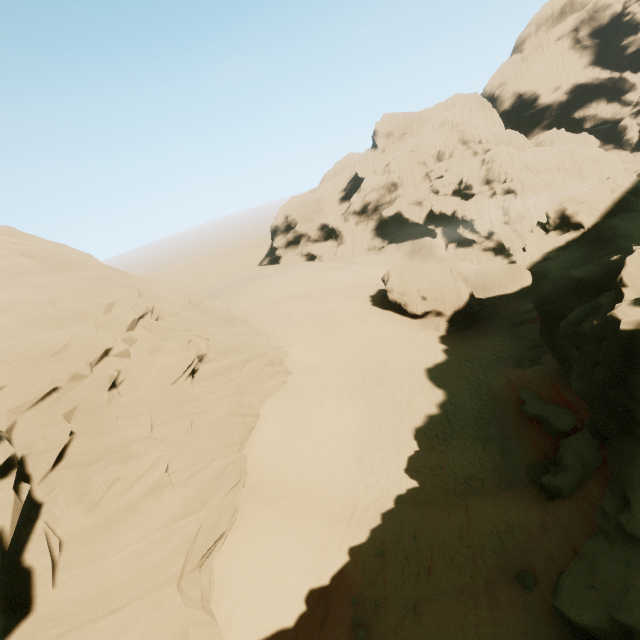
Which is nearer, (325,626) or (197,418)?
(325,626)

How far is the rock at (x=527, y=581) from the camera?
10.8m

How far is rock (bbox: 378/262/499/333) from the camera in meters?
32.4

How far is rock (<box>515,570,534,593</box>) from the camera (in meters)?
10.83

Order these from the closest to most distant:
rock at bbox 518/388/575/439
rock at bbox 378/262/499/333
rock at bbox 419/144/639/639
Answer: rock at bbox 419/144/639/639 → rock at bbox 518/388/575/439 → rock at bbox 378/262/499/333

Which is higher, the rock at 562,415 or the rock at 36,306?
the rock at 36,306

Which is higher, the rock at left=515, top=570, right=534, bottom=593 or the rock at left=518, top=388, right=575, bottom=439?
the rock at left=515, top=570, right=534, bottom=593

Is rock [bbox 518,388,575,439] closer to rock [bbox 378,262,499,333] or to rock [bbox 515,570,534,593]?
rock [bbox 515,570,534,593]
